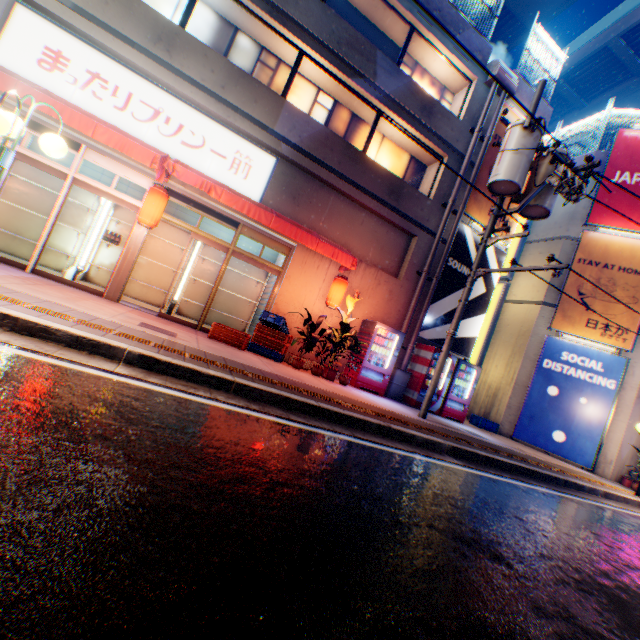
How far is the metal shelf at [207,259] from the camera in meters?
9.7

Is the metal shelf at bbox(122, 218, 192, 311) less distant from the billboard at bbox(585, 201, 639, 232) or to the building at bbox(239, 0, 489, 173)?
the building at bbox(239, 0, 489, 173)

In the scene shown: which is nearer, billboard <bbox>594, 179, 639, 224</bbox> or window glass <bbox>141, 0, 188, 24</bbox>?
window glass <bbox>141, 0, 188, 24</bbox>

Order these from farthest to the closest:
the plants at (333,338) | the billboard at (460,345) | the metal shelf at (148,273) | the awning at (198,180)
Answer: the billboard at (460,345) < the metal shelf at (148,273) < the plants at (333,338) < the awning at (198,180)

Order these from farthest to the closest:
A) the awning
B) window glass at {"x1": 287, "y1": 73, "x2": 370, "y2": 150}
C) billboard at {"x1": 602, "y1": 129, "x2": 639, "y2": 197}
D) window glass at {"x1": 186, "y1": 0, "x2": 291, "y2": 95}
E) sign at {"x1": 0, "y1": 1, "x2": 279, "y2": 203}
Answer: billboard at {"x1": 602, "y1": 129, "x2": 639, "y2": 197}
window glass at {"x1": 287, "y1": 73, "x2": 370, "y2": 150}
window glass at {"x1": 186, "y1": 0, "x2": 291, "y2": 95}
sign at {"x1": 0, "y1": 1, "x2": 279, "y2": 203}
the awning

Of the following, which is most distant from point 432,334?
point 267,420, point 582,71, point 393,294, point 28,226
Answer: point 582,71

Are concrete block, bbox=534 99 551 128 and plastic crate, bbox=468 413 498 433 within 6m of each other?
no

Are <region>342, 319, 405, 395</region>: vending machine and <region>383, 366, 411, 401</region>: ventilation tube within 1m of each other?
yes
